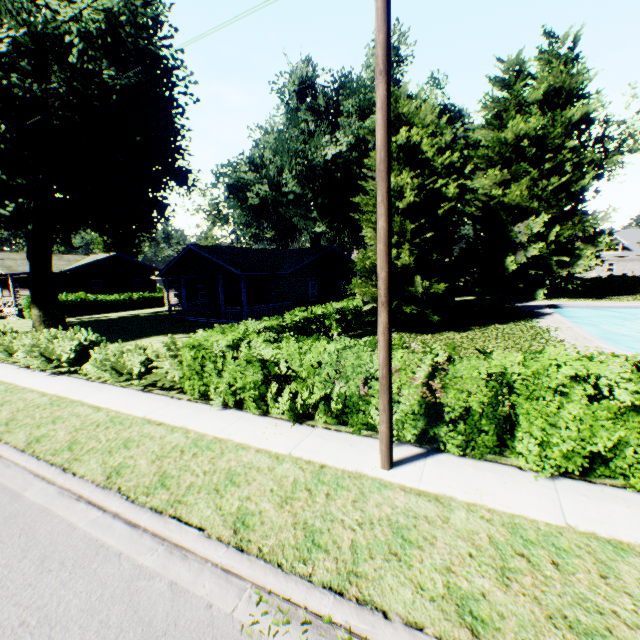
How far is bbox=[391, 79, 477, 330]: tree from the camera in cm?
1557

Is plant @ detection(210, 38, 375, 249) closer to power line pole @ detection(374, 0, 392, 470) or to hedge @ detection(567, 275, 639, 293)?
hedge @ detection(567, 275, 639, 293)

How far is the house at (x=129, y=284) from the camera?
23.59m

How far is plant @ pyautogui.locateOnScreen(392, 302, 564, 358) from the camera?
13.12m

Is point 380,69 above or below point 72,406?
above

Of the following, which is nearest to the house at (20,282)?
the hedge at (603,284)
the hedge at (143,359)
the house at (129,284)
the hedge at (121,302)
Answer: the hedge at (121,302)

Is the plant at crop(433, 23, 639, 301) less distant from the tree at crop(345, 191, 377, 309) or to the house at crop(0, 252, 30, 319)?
the house at crop(0, 252, 30, 319)

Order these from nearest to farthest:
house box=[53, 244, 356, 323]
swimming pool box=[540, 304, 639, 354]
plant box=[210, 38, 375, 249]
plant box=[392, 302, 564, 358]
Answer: plant box=[392, 302, 564, 358]
swimming pool box=[540, 304, 639, 354]
house box=[53, 244, 356, 323]
plant box=[210, 38, 375, 249]
